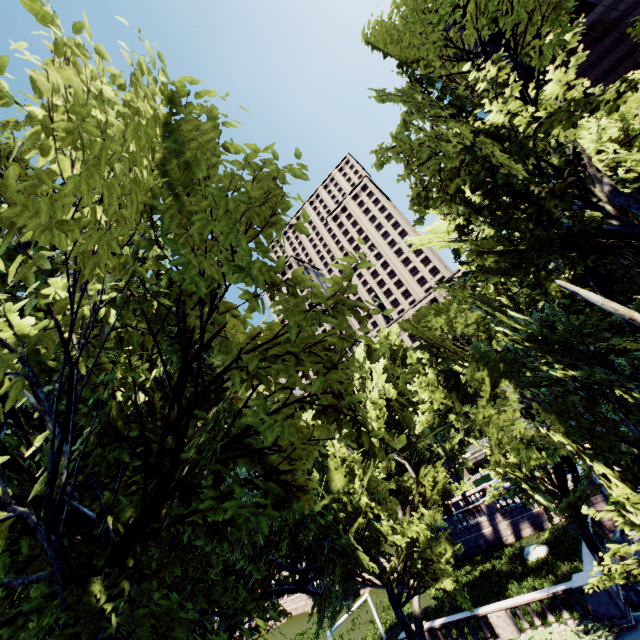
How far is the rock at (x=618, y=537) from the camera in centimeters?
2017cm

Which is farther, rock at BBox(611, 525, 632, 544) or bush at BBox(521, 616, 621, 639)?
rock at BBox(611, 525, 632, 544)

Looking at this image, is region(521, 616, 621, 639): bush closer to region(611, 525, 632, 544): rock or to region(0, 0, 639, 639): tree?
region(0, 0, 639, 639): tree

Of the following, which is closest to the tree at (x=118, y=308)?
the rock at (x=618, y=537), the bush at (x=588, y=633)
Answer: the bush at (x=588, y=633)

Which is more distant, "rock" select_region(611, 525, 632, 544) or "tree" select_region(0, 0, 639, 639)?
"rock" select_region(611, 525, 632, 544)

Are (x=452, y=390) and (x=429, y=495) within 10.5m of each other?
yes

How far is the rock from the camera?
20.17m
